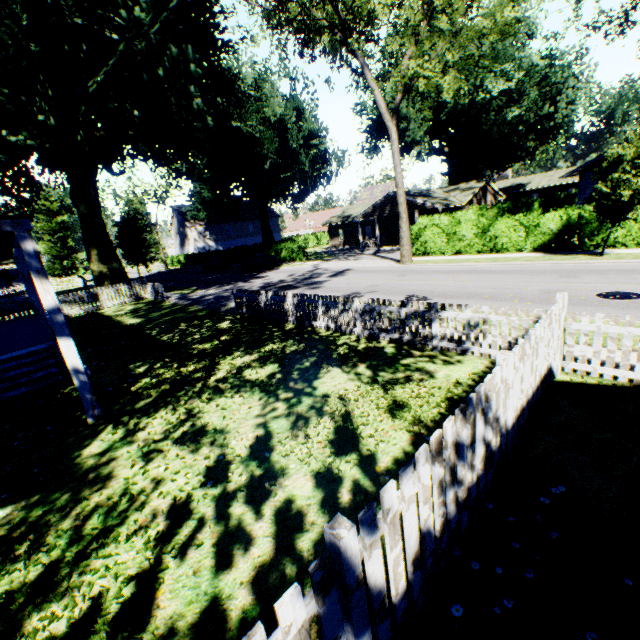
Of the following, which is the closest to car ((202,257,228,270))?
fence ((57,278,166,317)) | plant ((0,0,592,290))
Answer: plant ((0,0,592,290))

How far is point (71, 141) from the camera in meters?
16.1

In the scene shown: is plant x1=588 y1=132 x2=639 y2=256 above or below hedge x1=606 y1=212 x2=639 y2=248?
above

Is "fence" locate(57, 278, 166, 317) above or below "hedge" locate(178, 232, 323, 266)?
below

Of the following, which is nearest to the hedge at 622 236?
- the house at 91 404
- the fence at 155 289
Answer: the fence at 155 289

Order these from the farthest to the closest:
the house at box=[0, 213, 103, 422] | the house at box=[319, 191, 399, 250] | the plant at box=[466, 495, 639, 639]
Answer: the house at box=[319, 191, 399, 250], the house at box=[0, 213, 103, 422], the plant at box=[466, 495, 639, 639]

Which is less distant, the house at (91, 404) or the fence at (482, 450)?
the fence at (482, 450)

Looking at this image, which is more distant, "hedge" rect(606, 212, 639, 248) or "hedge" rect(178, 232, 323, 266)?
"hedge" rect(178, 232, 323, 266)
